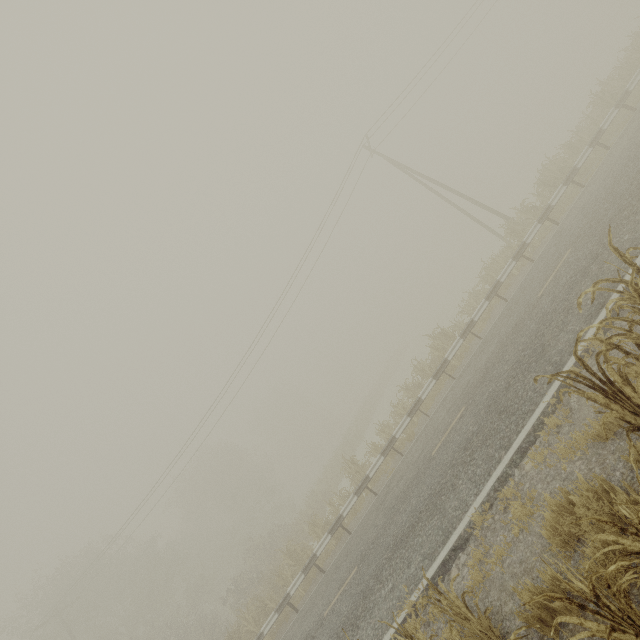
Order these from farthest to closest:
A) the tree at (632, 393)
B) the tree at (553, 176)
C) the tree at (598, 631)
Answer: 1. the tree at (553, 176)
2. the tree at (632, 393)
3. the tree at (598, 631)

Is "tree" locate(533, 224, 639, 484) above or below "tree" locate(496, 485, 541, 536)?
above

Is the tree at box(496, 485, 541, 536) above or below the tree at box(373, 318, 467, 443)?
below

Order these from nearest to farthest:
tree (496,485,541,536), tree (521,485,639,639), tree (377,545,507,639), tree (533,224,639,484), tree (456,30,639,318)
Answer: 1. tree (521,485,639,639)
2. tree (533,224,639,484)
3. tree (377,545,507,639)
4. tree (496,485,541,536)
5. tree (456,30,639,318)

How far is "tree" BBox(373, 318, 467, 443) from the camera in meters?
15.6

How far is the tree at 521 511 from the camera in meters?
4.9 m

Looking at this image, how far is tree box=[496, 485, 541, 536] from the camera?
4.9 meters

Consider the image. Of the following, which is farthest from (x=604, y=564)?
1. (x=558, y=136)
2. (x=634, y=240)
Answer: (x=558, y=136)
